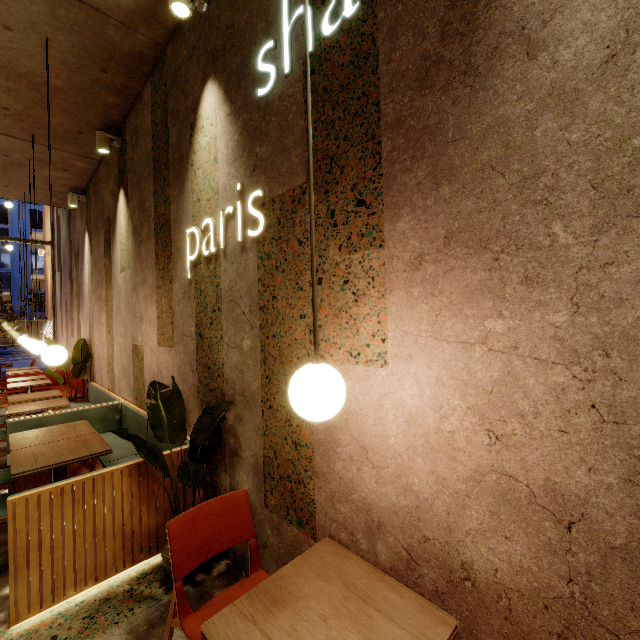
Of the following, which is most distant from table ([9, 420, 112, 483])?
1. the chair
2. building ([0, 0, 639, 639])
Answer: the chair

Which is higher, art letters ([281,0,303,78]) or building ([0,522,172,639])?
art letters ([281,0,303,78])

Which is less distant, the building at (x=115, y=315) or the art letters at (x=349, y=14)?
the building at (x=115, y=315)

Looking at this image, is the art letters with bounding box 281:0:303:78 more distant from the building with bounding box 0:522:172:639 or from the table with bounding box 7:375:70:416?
the table with bounding box 7:375:70:416

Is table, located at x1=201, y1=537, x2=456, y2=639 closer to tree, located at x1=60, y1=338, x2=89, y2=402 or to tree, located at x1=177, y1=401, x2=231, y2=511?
tree, located at x1=177, y1=401, x2=231, y2=511

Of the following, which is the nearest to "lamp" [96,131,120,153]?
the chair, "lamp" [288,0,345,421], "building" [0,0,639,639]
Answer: "building" [0,0,639,639]

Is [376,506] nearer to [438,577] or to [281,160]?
[438,577]

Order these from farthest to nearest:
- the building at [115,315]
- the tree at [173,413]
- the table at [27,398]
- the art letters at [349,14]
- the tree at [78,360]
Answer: the tree at [78,360], the table at [27,398], the tree at [173,413], the art letters at [349,14], the building at [115,315]
